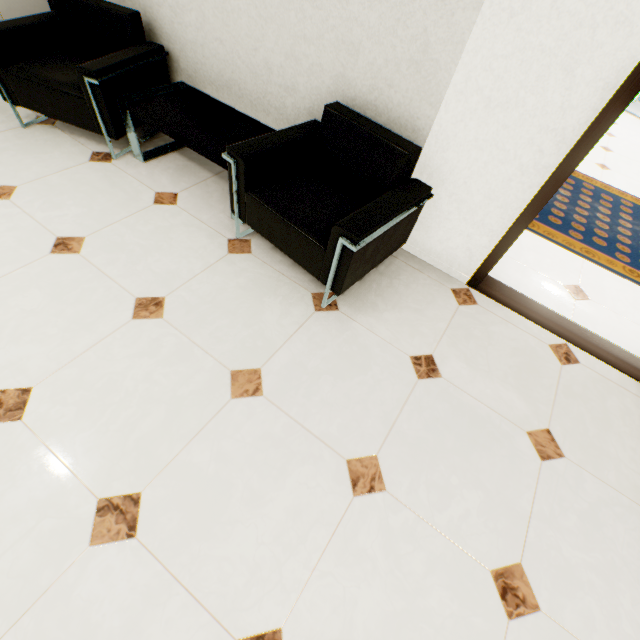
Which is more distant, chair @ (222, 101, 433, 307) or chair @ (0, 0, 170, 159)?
chair @ (0, 0, 170, 159)

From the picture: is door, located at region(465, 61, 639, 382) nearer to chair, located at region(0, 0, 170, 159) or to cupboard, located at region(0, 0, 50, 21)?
chair, located at region(0, 0, 170, 159)

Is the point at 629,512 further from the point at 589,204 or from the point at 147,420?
the point at 589,204

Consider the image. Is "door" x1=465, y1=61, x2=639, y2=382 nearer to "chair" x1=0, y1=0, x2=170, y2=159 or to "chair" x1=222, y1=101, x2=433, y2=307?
"chair" x1=222, y1=101, x2=433, y2=307

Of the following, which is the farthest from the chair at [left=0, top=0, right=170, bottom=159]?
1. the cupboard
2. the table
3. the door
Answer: the door

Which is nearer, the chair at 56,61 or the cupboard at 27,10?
the chair at 56,61

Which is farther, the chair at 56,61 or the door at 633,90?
the chair at 56,61

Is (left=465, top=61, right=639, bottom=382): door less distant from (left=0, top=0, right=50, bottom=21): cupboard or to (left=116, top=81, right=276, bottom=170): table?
(left=116, top=81, right=276, bottom=170): table
